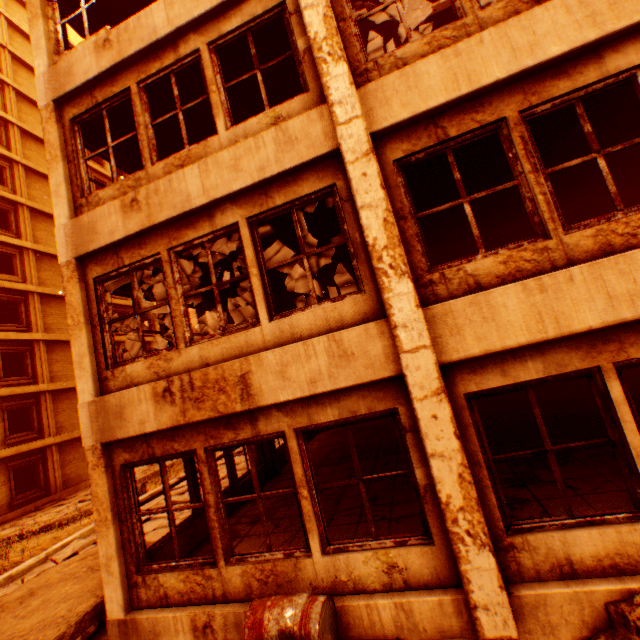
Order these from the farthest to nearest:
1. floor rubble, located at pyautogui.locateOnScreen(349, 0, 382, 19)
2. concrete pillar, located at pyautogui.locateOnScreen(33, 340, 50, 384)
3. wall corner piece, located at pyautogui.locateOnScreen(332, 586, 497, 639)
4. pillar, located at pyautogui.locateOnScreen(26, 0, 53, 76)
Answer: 1. concrete pillar, located at pyautogui.locateOnScreen(33, 340, 50, 384)
2. floor rubble, located at pyautogui.locateOnScreen(349, 0, 382, 19)
3. pillar, located at pyautogui.locateOnScreen(26, 0, 53, 76)
4. wall corner piece, located at pyautogui.locateOnScreen(332, 586, 497, 639)

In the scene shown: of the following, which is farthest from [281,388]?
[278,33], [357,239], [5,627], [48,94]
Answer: [48,94]

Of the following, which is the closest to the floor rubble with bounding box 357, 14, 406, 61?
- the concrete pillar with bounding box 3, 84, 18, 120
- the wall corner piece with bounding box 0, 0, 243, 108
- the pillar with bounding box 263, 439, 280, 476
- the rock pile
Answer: the wall corner piece with bounding box 0, 0, 243, 108

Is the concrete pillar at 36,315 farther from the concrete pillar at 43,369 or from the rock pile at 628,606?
the rock pile at 628,606

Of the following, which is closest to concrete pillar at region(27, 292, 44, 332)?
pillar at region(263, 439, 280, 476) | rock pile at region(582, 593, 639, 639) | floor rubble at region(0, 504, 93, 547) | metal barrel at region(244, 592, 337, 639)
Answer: floor rubble at region(0, 504, 93, 547)

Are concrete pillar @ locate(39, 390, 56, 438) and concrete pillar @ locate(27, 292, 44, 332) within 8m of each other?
yes

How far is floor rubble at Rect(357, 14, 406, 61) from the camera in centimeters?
1209cm

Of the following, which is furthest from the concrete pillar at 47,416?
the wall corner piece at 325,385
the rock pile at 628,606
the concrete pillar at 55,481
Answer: the rock pile at 628,606
